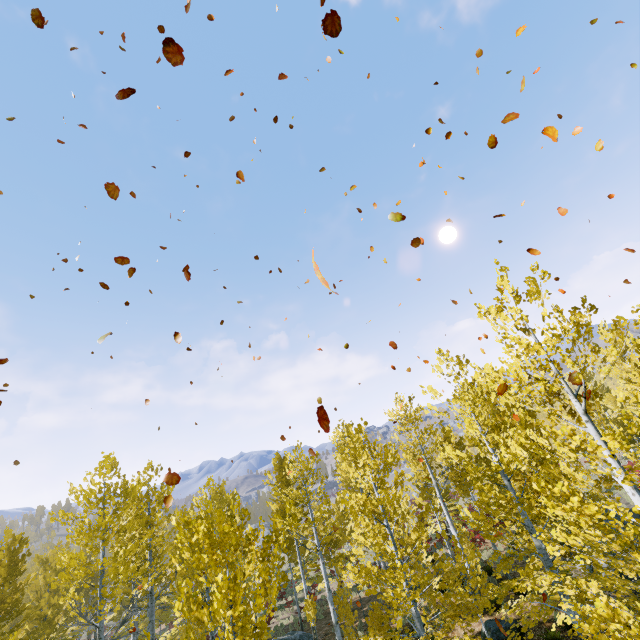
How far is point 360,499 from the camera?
9.2 meters

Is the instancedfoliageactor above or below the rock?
above

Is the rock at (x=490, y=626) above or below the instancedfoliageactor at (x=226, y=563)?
below

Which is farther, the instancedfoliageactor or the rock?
the rock

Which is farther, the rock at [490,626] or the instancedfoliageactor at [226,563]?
the rock at [490,626]
